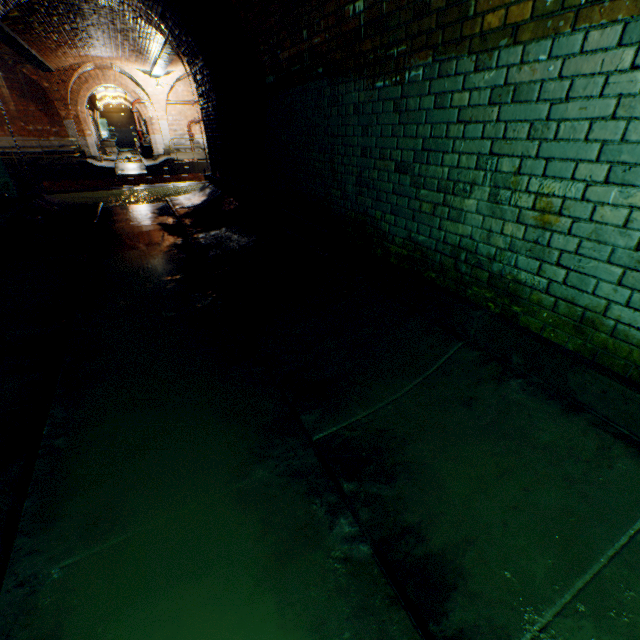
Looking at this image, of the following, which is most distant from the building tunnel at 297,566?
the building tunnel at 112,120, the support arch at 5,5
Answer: the building tunnel at 112,120

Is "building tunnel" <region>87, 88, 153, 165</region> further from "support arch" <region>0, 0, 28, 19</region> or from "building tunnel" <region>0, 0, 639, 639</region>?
"building tunnel" <region>0, 0, 639, 639</region>

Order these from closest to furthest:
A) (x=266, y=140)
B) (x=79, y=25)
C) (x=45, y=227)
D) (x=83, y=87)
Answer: (x=266, y=140) < (x=45, y=227) < (x=79, y=25) < (x=83, y=87)

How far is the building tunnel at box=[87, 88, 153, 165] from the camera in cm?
2486

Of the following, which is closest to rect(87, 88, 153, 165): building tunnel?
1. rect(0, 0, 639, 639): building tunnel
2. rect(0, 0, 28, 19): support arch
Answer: rect(0, 0, 28, 19): support arch

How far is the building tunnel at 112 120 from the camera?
24.9m

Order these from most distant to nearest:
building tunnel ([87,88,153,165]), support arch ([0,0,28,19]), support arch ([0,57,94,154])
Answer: building tunnel ([87,88,153,165]) < support arch ([0,57,94,154]) < support arch ([0,0,28,19])
